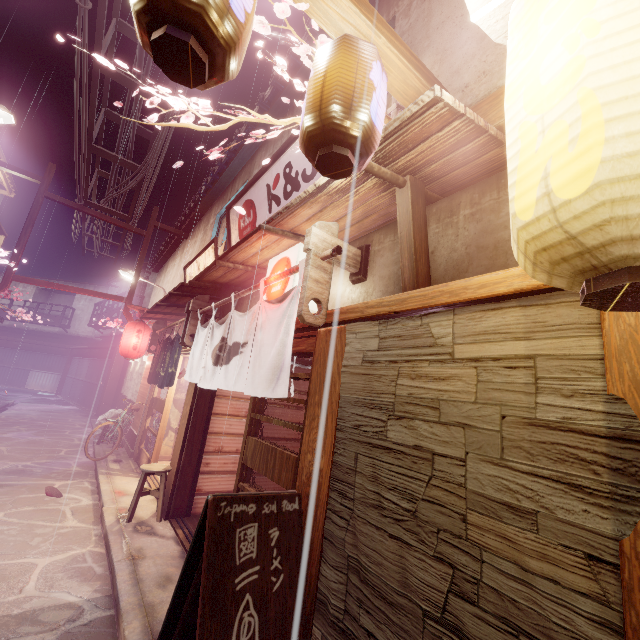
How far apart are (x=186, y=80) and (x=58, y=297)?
60.64m

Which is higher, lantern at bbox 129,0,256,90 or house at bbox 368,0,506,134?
house at bbox 368,0,506,134

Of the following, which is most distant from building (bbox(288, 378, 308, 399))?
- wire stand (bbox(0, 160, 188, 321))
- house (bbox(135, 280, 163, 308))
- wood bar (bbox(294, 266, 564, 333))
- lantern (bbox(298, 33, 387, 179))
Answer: house (bbox(135, 280, 163, 308))

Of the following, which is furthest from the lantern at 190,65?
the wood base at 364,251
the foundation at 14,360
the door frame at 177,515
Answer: the foundation at 14,360

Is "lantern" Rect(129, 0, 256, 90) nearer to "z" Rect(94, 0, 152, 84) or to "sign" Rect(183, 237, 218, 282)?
"z" Rect(94, 0, 152, 84)

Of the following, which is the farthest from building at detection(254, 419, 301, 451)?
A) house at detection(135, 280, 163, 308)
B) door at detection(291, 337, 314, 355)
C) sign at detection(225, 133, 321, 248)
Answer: house at detection(135, 280, 163, 308)

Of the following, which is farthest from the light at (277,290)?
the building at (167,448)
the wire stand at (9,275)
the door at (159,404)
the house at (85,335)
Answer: the house at (85,335)

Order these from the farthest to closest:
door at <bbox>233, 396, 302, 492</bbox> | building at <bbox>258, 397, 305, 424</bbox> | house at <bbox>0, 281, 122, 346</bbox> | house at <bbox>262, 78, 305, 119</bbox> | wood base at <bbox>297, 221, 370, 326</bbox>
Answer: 1. house at <bbox>0, 281, 122, 346</bbox>
2. building at <bbox>258, 397, 305, 424</bbox>
3. house at <bbox>262, 78, 305, 119</bbox>
4. door at <bbox>233, 396, 302, 492</bbox>
5. wood base at <bbox>297, 221, 370, 326</bbox>
